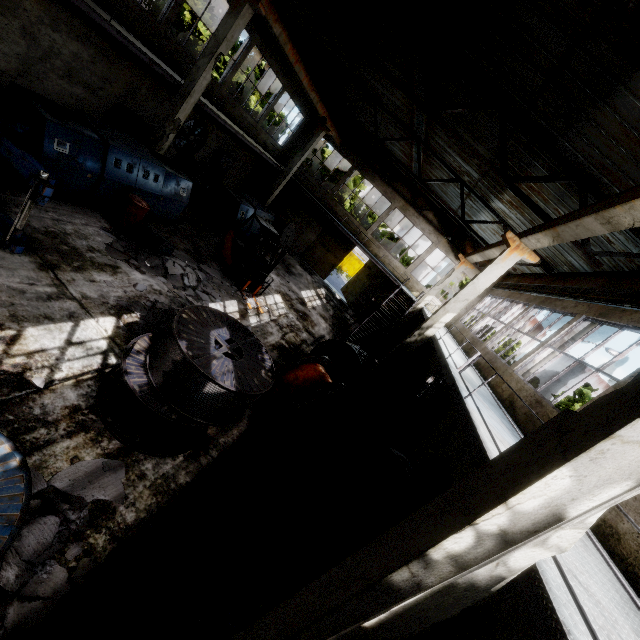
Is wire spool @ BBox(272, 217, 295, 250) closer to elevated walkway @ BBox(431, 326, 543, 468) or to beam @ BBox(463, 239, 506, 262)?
elevated walkway @ BBox(431, 326, 543, 468)

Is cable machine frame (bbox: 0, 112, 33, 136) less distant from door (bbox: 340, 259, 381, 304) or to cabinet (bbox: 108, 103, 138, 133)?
cabinet (bbox: 108, 103, 138, 133)

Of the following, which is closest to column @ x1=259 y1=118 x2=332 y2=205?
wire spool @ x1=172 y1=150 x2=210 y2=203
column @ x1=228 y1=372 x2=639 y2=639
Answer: wire spool @ x1=172 y1=150 x2=210 y2=203

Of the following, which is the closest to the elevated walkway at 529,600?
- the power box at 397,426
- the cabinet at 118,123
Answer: the power box at 397,426

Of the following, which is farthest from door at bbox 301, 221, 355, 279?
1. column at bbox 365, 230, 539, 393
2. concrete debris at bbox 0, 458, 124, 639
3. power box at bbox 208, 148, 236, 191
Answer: concrete debris at bbox 0, 458, 124, 639

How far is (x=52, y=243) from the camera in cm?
712

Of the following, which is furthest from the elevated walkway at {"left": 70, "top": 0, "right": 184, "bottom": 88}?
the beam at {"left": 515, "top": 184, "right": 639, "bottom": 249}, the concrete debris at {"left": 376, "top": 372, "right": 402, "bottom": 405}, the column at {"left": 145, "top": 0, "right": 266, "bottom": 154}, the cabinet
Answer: the concrete debris at {"left": 376, "top": 372, "right": 402, "bottom": 405}

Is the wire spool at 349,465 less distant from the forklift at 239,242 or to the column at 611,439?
the column at 611,439
